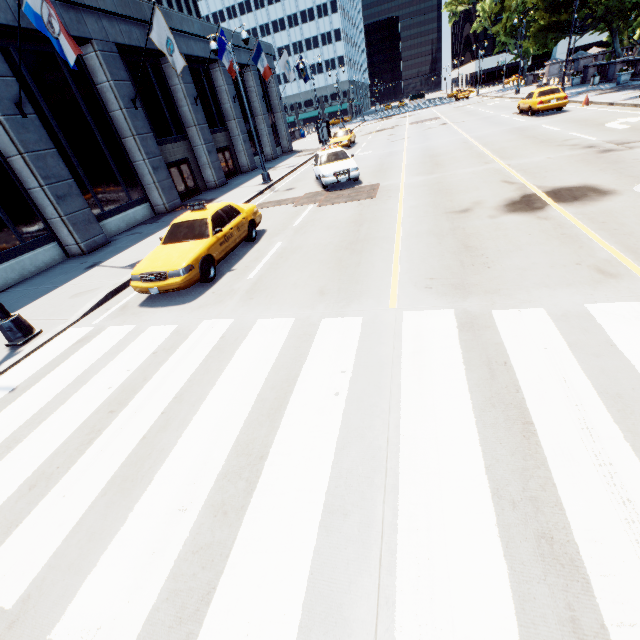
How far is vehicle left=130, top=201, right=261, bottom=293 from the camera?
7.8m

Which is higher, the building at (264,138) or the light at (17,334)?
the building at (264,138)

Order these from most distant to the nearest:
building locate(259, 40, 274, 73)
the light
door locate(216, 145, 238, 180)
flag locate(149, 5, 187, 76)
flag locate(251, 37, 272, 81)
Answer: building locate(259, 40, 274, 73), door locate(216, 145, 238, 180), flag locate(251, 37, 272, 81), flag locate(149, 5, 187, 76), the light

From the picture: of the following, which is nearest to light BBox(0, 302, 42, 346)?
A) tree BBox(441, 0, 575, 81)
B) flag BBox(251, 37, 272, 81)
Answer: tree BBox(441, 0, 575, 81)

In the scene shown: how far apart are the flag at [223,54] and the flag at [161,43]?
5.65m

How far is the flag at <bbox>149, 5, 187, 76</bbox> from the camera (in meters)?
14.14

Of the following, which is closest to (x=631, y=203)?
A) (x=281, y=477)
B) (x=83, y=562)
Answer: (x=281, y=477)

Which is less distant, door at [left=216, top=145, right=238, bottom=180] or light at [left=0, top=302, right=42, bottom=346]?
light at [left=0, top=302, right=42, bottom=346]
